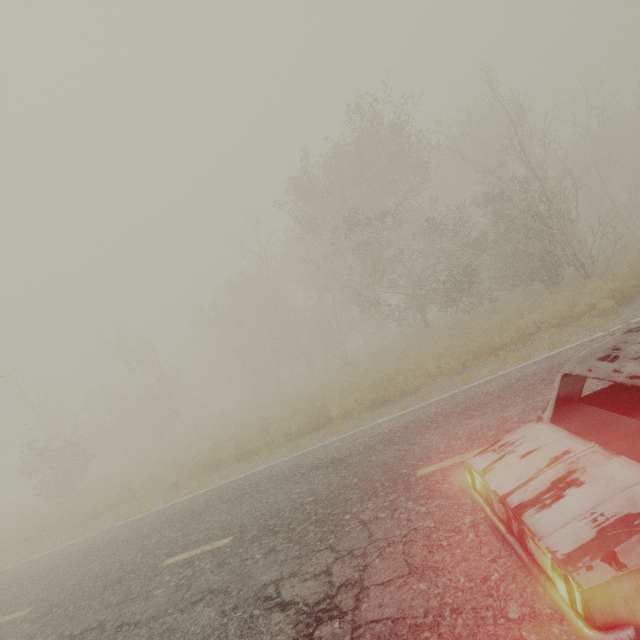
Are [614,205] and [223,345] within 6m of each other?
no

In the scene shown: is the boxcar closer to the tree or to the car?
the tree

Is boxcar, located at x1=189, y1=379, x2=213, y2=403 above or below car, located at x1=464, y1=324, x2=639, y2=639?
above

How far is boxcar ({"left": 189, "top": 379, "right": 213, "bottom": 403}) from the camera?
59.1 meters

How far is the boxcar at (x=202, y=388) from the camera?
59.1m

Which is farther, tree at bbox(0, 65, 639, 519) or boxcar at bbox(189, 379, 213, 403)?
boxcar at bbox(189, 379, 213, 403)

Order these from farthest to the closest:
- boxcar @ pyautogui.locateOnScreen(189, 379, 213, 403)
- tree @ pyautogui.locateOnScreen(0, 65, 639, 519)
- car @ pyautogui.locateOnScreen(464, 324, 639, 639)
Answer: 1. boxcar @ pyautogui.locateOnScreen(189, 379, 213, 403)
2. tree @ pyautogui.locateOnScreen(0, 65, 639, 519)
3. car @ pyautogui.locateOnScreen(464, 324, 639, 639)

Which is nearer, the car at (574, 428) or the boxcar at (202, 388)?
the car at (574, 428)
